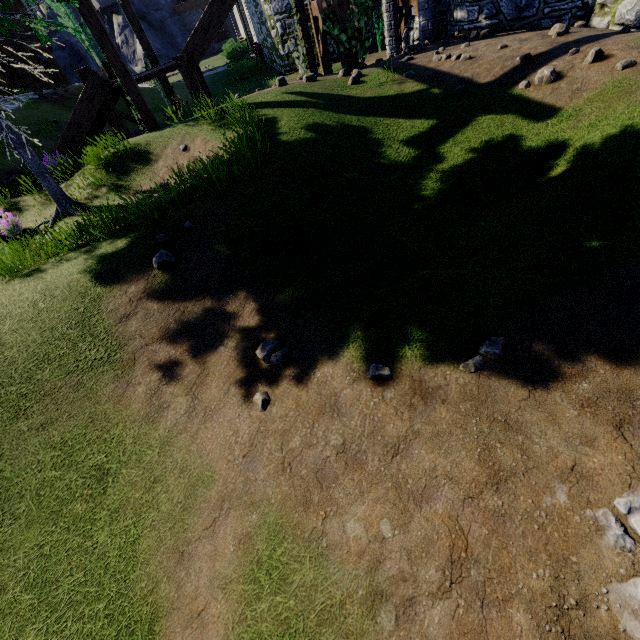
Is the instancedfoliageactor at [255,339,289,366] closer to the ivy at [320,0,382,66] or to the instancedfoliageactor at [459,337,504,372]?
the instancedfoliageactor at [459,337,504,372]

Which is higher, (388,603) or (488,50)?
(488,50)

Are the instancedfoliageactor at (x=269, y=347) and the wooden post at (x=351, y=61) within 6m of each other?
no

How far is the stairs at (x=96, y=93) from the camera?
9.3m

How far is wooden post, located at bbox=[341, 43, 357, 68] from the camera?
9.2 meters

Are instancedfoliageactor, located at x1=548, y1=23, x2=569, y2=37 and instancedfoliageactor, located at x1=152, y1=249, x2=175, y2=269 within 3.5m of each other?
no

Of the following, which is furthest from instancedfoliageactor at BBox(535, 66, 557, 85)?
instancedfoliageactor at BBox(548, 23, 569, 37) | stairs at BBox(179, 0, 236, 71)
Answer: stairs at BBox(179, 0, 236, 71)

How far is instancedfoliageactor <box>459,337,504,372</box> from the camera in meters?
2.8
